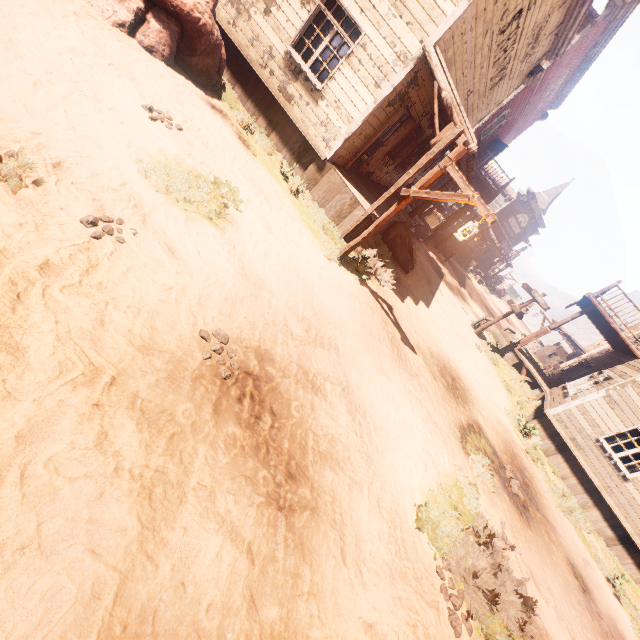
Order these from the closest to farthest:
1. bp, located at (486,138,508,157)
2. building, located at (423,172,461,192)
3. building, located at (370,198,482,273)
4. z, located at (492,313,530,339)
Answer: building, located at (423,172,461,192) → building, located at (370,198,482,273) → bp, located at (486,138,508,157) → z, located at (492,313,530,339)

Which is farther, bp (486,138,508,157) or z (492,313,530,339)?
z (492,313,530,339)

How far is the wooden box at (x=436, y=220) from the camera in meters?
18.9 m

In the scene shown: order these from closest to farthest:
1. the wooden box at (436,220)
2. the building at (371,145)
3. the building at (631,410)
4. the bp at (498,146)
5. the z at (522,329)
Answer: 1. the building at (371,145)
2. the building at (631,410)
3. the wooden box at (436,220)
4. the bp at (498,146)
5. the z at (522,329)

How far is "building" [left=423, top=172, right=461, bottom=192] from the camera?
10.2m

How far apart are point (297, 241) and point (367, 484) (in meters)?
4.68

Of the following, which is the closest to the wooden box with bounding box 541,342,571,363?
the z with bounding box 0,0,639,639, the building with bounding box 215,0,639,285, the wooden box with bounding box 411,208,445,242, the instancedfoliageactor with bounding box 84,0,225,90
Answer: the building with bounding box 215,0,639,285

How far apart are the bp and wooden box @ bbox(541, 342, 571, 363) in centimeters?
2334cm
